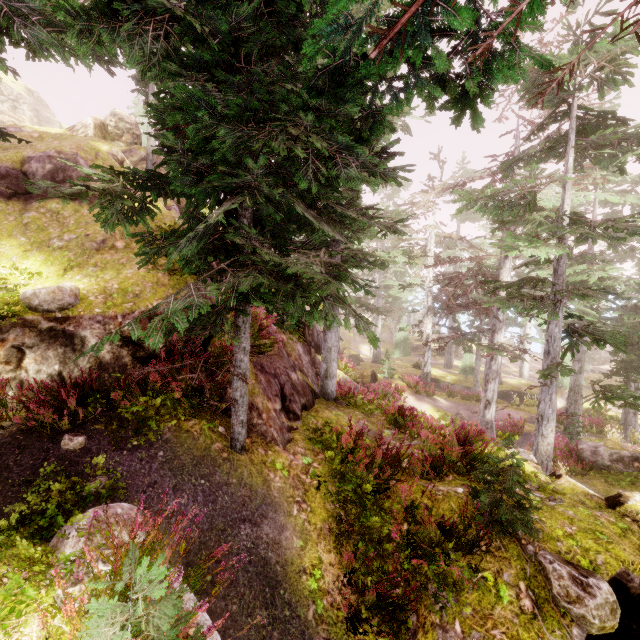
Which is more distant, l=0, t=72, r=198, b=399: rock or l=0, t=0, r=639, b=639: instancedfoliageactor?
l=0, t=72, r=198, b=399: rock

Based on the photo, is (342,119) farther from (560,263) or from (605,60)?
(605,60)

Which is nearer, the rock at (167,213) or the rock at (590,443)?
the rock at (167,213)

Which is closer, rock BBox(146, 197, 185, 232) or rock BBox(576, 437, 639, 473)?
rock BBox(146, 197, 185, 232)

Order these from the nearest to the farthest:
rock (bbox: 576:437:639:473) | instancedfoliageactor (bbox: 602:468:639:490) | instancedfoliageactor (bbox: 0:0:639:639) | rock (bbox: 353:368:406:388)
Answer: instancedfoliageactor (bbox: 0:0:639:639)
instancedfoliageactor (bbox: 602:468:639:490)
rock (bbox: 576:437:639:473)
rock (bbox: 353:368:406:388)

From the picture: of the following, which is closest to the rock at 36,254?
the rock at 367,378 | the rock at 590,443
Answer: the rock at 367,378

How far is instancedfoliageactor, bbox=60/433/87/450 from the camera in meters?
4.8

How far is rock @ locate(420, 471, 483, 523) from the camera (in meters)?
5.93
